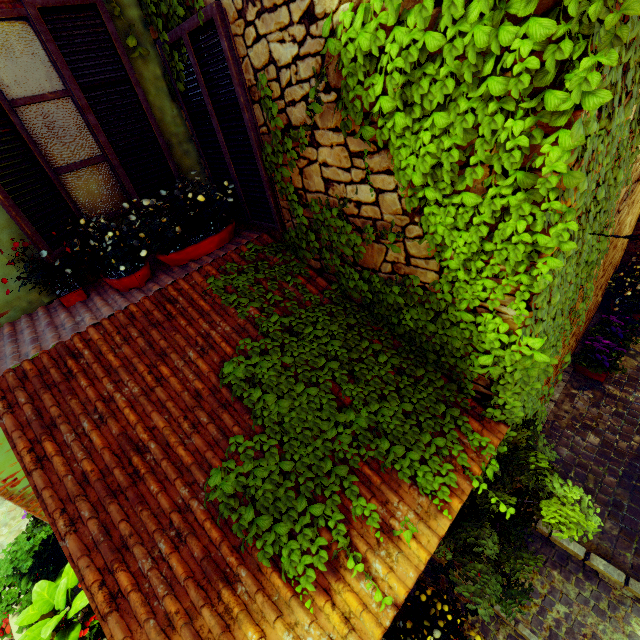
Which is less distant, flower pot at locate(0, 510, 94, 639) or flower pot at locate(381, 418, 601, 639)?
flower pot at locate(381, 418, 601, 639)

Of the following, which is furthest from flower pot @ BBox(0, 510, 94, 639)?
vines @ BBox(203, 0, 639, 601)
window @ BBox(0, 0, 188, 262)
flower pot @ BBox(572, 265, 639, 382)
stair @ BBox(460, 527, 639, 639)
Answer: flower pot @ BBox(572, 265, 639, 382)

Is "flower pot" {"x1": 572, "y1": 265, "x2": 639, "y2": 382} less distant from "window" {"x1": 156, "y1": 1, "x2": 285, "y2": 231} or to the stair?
the stair

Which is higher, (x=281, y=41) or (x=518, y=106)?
(x=281, y=41)

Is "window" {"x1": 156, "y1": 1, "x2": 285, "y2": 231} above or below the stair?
above

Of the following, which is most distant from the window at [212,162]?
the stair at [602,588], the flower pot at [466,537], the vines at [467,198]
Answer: the stair at [602,588]

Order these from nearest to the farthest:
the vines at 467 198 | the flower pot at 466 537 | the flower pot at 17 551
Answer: the vines at 467 198, the flower pot at 466 537, the flower pot at 17 551
